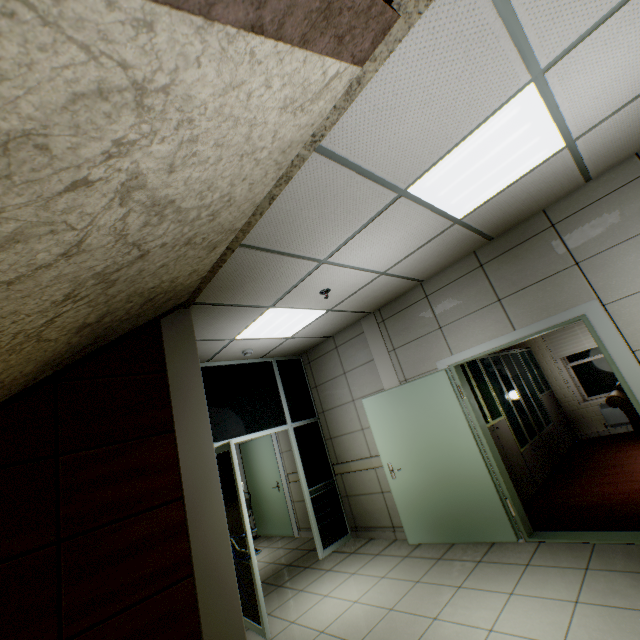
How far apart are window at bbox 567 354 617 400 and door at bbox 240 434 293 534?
7.0m

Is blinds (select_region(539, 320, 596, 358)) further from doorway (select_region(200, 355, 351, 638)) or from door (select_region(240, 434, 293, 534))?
door (select_region(240, 434, 293, 534))

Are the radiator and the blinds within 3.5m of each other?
yes

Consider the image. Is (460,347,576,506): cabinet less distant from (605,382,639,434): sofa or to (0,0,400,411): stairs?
(605,382,639,434): sofa

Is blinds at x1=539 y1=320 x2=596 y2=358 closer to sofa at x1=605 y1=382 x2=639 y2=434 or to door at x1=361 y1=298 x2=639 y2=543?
sofa at x1=605 y1=382 x2=639 y2=434

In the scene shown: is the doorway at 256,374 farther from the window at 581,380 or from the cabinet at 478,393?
the window at 581,380

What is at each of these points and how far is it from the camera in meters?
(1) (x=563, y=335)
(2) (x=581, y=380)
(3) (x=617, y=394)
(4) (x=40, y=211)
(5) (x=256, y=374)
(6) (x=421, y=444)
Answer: (1) blinds, 7.4 m
(2) window, 7.3 m
(3) sofa, 6.0 m
(4) stairs, 0.9 m
(5) doorway, 5.7 m
(6) door, 4.4 m

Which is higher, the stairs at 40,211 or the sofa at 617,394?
the stairs at 40,211
